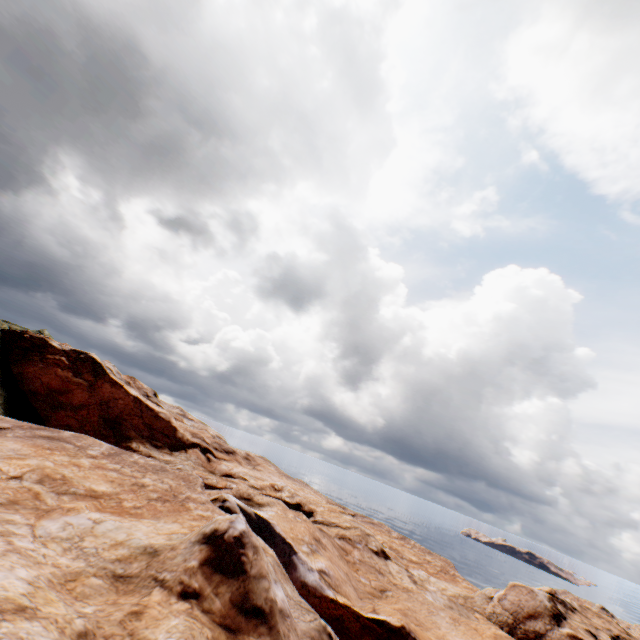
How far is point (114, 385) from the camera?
37.8 meters
